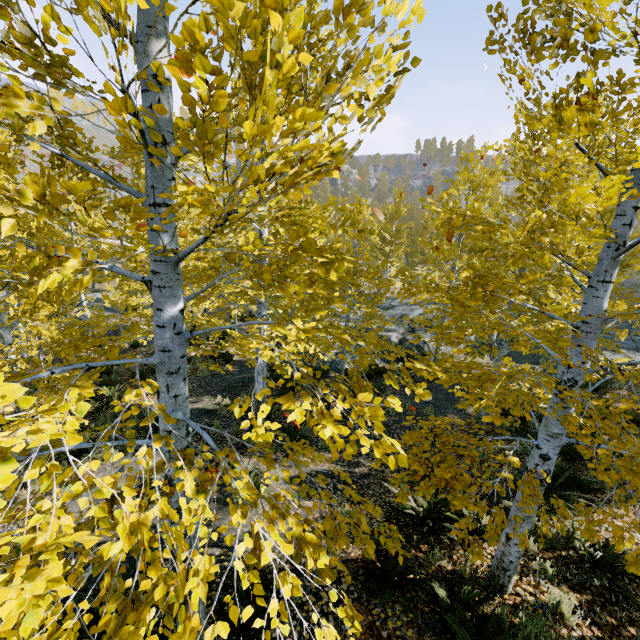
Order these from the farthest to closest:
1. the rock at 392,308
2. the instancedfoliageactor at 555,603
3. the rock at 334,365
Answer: the rock at 392,308 → the rock at 334,365 → the instancedfoliageactor at 555,603

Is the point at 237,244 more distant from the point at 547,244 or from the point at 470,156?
the point at 470,156

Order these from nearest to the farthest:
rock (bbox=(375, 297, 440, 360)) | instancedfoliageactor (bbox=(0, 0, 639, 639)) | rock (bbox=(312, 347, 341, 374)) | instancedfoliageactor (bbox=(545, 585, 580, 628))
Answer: instancedfoliageactor (bbox=(0, 0, 639, 639)) → instancedfoliageactor (bbox=(545, 585, 580, 628)) → rock (bbox=(312, 347, 341, 374)) → rock (bbox=(375, 297, 440, 360))

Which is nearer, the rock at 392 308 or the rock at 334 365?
the rock at 334 365

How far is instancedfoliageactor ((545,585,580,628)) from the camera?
3.81m

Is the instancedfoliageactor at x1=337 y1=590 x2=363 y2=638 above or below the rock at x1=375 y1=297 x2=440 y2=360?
above

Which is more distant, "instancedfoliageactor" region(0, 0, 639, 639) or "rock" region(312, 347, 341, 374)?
"rock" region(312, 347, 341, 374)
